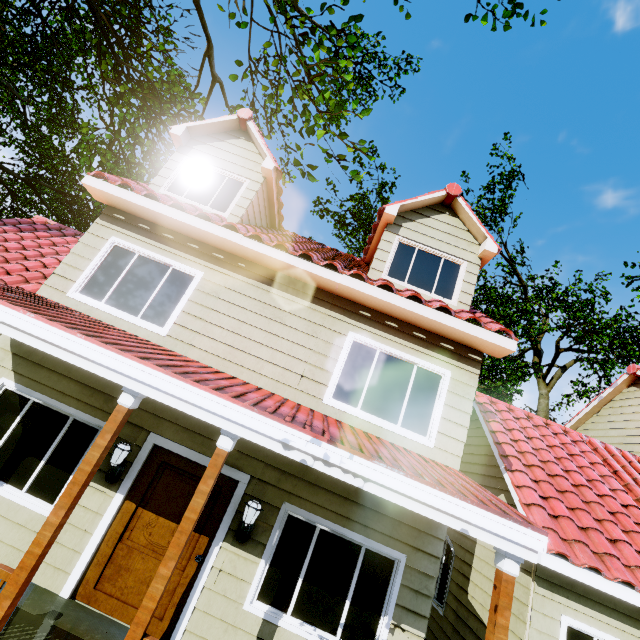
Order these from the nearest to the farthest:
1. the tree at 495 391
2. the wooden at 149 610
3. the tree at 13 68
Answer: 1. the wooden at 149 610
2. the tree at 13 68
3. the tree at 495 391

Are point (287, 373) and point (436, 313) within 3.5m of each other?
yes

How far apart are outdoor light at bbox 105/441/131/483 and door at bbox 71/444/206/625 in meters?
0.3 m

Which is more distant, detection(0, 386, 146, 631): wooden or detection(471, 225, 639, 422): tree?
detection(471, 225, 639, 422): tree

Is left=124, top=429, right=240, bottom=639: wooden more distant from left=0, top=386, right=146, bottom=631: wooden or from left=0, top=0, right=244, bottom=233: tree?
left=0, top=0, right=244, bottom=233: tree

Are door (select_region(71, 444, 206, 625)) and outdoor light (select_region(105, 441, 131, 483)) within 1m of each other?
yes

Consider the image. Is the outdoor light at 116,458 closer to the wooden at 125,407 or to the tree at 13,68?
the wooden at 125,407

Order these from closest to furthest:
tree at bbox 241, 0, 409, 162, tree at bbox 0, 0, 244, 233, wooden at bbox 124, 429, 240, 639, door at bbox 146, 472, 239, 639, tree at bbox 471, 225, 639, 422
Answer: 1. wooden at bbox 124, 429, 240, 639
2. door at bbox 146, 472, 239, 639
3. tree at bbox 241, 0, 409, 162
4. tree at bbox 0, 0, 244, 233
5. tree at bbox 471, 225, 639, 422
